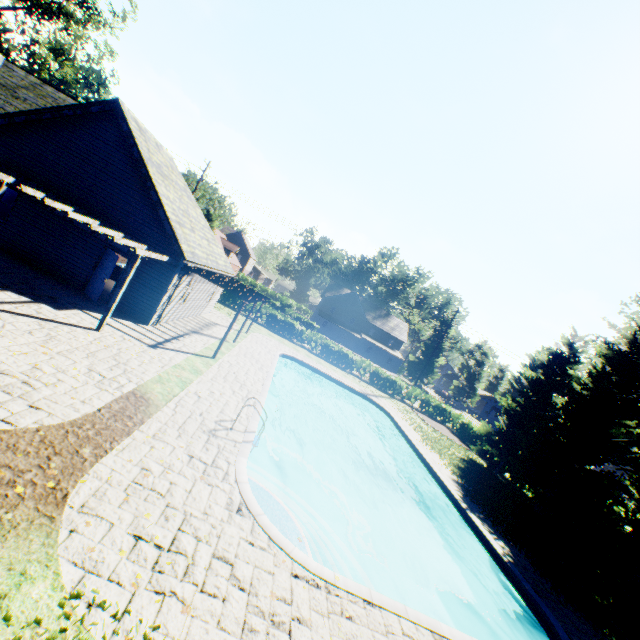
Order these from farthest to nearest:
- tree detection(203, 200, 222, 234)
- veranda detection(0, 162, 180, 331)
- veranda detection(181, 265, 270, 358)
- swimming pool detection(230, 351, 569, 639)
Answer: tree detection(203, 200, 222, 234), veranda detection(181, 265, 270, 358), veranda detection(0, 162, 180, 331), swimming pool detection(230, 351, 569, 639)

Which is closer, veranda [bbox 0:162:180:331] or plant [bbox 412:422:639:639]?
veranda [bbox 0:162:180:331]

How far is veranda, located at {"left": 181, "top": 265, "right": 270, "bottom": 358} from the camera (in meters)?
14.61

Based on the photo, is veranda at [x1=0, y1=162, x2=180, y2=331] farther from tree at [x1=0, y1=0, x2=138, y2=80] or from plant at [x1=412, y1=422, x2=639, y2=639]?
tree at [x1=0, y1=0, x2=138, y2=80]

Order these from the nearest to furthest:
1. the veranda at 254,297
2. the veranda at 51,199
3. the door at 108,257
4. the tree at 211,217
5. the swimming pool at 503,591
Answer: the swimming pool at 503,591
the veranda at 51,199
the door at 108,257
the veranda at 254,297
the tree at 211,217

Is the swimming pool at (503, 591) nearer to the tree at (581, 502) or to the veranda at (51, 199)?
the veranda at (51, 199)

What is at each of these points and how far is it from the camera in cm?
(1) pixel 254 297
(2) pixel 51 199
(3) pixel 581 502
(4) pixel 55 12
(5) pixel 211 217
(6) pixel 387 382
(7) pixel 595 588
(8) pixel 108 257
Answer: (1) veranda, 1792
(2) veranda, 1153
(3) tree, 1831
(4) tree, 2714
(5) tree, 4869
(6) hedge, 3444
(7) plant, 1311
(8) door, 1373

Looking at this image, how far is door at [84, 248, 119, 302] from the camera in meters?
13.4
